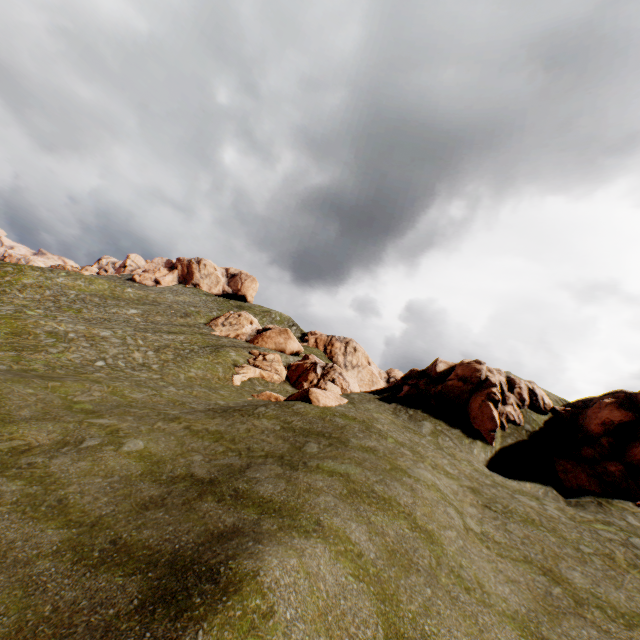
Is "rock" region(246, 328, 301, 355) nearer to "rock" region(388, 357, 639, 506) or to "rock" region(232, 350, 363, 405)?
"rock" region(232, 350, 363, 405)

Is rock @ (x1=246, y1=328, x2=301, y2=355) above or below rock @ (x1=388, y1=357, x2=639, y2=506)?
above

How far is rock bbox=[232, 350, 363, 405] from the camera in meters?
21.5 m

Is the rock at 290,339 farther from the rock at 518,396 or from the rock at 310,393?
the rock at 518,396

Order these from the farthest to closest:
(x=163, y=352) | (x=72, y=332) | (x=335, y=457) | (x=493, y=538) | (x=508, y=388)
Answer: (x=163, y=352), (x=72, y=332), (x=508, y=388), (x=335, y=457), (x=493, y=538)

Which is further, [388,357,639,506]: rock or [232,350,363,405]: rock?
[232,350,363,405]: rock
